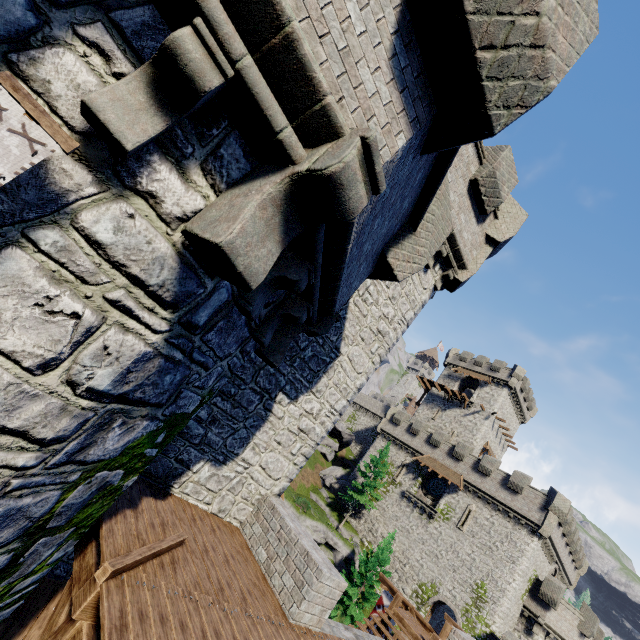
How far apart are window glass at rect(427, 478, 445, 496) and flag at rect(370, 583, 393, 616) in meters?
23.8 m

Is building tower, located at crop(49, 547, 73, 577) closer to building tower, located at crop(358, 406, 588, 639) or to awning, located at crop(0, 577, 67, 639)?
awning, located at crop(0, 577, 67, 639)

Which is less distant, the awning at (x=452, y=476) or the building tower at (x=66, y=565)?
the building tower at (x=66, y=565)

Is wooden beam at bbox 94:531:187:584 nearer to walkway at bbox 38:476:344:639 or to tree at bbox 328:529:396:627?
walkway at bbox 38:476:344:639

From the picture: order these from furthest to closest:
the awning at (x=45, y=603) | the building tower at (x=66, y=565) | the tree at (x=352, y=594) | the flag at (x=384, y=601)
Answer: the tree at (x=352, y=594) → the flag at (x=384, y=601) → the building tower at (x=66, y=565) → the awning at (x=45, y=603)

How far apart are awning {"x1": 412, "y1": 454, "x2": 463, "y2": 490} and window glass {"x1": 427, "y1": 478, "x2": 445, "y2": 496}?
1.35m

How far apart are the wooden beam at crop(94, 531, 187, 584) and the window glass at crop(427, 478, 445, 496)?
37.4m

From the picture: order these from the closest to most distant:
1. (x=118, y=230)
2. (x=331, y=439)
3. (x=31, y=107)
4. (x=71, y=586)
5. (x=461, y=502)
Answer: (x=31, y=107) → (x=118, y=230) → (x=71, y=586) → (x=461, y=502) → (x=331, y=439)
